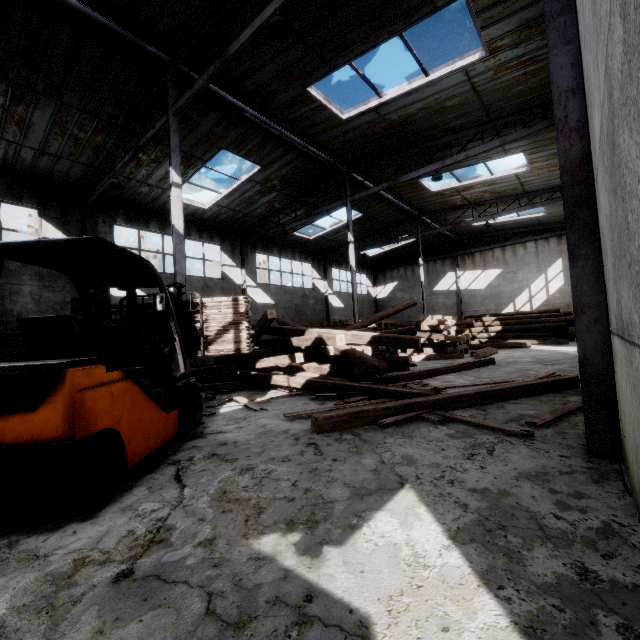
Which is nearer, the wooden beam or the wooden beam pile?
the wooden beam

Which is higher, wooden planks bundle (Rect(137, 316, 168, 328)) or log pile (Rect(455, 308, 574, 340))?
wooden planks bundle (Rect(137, 316, 168, 328))

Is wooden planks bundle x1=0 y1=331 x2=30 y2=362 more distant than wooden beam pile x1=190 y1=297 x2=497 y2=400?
Yes

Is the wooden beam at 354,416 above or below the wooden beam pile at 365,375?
below

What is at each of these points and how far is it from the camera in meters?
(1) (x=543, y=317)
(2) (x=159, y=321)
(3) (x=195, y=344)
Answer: (1) log pile, 19.4
(2) wooden planks bundle, 5.4
(3) wooden planks bundle, 5.4

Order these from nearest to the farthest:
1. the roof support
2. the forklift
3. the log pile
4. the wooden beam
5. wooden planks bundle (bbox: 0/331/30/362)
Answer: the forklift
the wooden beam
the roof support
wooden planks bundle (bbox: 0/331/30/362)
the log pile

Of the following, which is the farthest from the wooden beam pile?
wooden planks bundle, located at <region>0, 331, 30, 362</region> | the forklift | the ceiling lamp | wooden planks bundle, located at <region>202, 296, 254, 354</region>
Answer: the ceiling lamp

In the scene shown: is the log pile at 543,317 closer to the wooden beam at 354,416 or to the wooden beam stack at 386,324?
the wooden beam stack at 386,324
